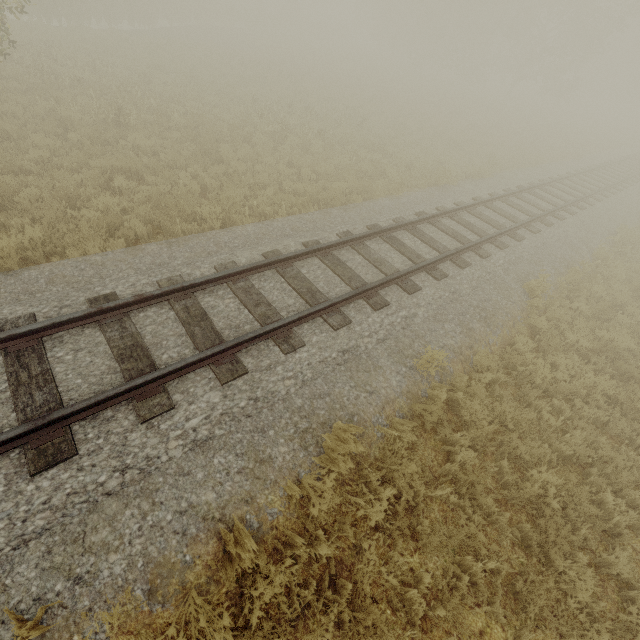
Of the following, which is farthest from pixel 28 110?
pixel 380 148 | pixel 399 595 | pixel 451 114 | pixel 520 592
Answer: pixel 451 114
